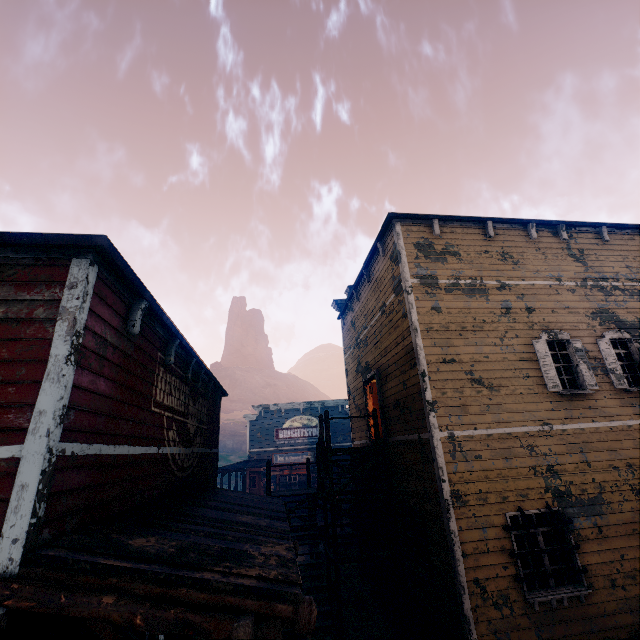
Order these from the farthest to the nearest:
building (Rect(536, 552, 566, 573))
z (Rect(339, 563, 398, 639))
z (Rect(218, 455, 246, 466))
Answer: z (Rect(218, 455, 246, 466)) < z (Rect(339, 563, 398, 639)) < building (Rect(536, 552, 566, 573))

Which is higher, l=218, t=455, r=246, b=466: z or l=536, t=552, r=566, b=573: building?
l=218, t=455, r=246, b=466: z

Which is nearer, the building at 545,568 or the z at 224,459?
the building at 545,568

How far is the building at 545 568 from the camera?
6.7 meters

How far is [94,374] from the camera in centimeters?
370cm

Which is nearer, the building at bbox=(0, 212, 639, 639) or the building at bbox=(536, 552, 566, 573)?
the building at bbox=(0, 212, 639, 639)

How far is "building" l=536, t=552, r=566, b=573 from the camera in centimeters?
667cm

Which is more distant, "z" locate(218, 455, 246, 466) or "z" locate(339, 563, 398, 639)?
"z" locate(218, 455, 246, 466)
